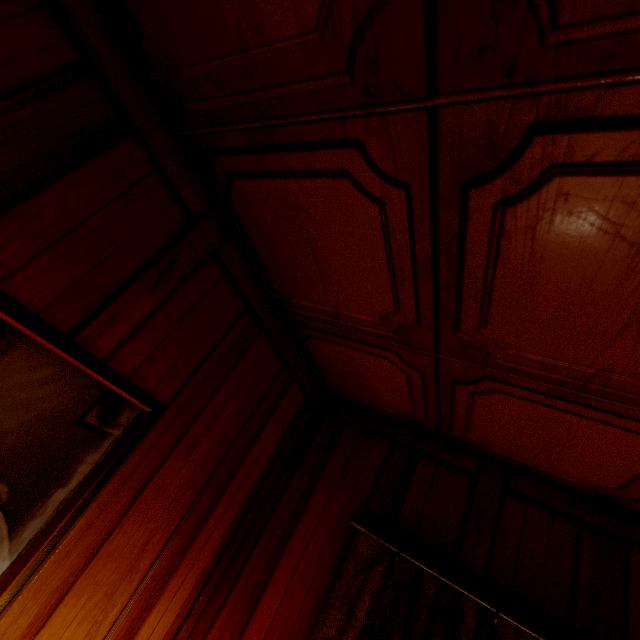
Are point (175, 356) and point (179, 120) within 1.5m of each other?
yes
